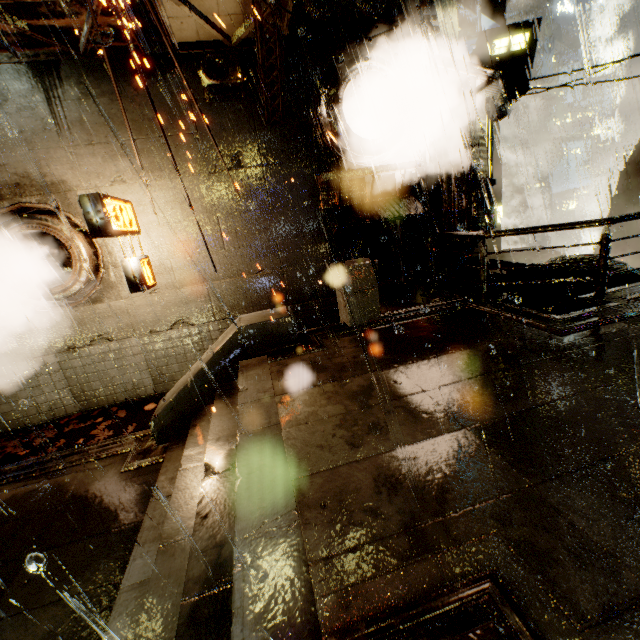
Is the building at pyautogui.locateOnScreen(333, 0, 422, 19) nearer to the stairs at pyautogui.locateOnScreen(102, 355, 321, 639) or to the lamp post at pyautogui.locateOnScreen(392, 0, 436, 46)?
the lamp post at pyautogui.locateOnScreen(392, 0, 436, 46)

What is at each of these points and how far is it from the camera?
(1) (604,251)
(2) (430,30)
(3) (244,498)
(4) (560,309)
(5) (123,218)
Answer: (1) railing, 6.25m
(2) lamp, 8.15m
(3) stairs, 3.17m
(4) building vent, 12.70m
(5) sign, 7.31m

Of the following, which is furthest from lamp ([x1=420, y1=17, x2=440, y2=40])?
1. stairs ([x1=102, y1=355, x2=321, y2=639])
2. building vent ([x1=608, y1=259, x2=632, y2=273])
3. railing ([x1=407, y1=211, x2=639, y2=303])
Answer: building vent ([x1=608, y1=259, x2=632, y2=273])

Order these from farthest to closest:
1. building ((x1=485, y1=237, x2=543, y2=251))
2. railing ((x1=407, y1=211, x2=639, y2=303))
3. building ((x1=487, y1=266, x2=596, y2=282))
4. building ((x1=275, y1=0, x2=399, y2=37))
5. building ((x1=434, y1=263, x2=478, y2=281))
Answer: building ((x1=485, y1=237, x2=543, y2=251)) < building ((x1=434, y1=263, x2=478, y2=281)) < building ((x1=487, y1=266, x2=596, y2=282)) < building ((x1=275, y1=0, x2=399, y2=37)) < railing ((x1=407, y1=211, x2=639, y2=303))

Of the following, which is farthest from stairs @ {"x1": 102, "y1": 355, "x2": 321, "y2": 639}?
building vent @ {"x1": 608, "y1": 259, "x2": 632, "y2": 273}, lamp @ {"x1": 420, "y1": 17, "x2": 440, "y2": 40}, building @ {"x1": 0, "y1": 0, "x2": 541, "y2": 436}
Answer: building vent @ {"x1": 608, "y1": 259, "x2": 632, "y2": 273}

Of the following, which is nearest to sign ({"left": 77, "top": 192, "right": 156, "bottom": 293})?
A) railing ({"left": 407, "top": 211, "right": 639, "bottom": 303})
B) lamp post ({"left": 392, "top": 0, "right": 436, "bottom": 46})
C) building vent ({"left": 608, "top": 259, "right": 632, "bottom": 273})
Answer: railing ({"left": 407, "top": 211, "right": 639, "bottom": 303})

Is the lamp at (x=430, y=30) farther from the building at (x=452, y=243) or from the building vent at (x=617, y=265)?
the building vent at (x=617, y=265)

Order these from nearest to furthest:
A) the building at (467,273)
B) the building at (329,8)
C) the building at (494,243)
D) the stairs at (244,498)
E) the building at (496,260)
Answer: the stairs at (244,498) < the building at (329,8) < the building at (467,273) < the building at (496,260) < the building at (494,243)
